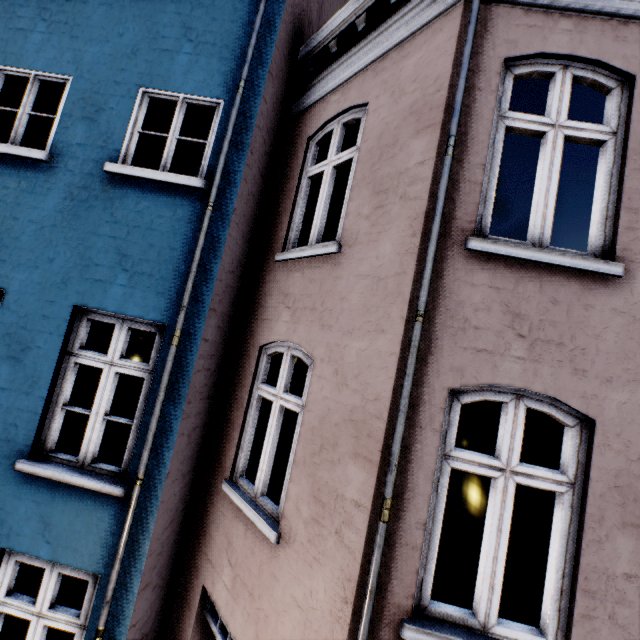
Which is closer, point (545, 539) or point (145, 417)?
point (145, 417)
